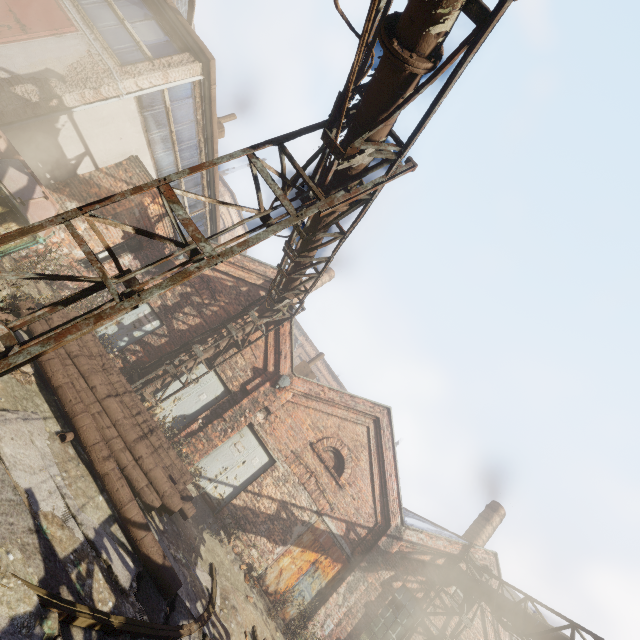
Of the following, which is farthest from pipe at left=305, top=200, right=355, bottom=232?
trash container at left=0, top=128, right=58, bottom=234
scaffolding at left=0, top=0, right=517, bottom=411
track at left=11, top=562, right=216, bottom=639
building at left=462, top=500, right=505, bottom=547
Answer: trash container at left=0, top=128, right=58, bottom=234

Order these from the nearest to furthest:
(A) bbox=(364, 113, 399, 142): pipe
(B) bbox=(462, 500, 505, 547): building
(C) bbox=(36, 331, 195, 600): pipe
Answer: Answer: (A) bbox=(364, 113, 399, 142): pipe < (C) bbox=(36, 331, 195, 600): pipe < (B) bbox=(462, 500, 505, 547): building

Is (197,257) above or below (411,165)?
below

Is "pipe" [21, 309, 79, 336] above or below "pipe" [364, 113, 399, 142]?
below

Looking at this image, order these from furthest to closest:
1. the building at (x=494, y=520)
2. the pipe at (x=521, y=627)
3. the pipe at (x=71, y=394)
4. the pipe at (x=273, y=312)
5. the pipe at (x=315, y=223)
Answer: the building at (x=494, y=520), the pipe at (x=273, y=312), the pipe at (x=521, y=627), the pipe at (x=315, y=223), the pipe at (x=71, y=394)

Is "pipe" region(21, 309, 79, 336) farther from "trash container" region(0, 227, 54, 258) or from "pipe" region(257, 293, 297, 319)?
"pipe" region(257, 293, 297, 319)

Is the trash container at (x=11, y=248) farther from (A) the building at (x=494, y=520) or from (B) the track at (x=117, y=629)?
(A) the building at (x=494, y=520)
